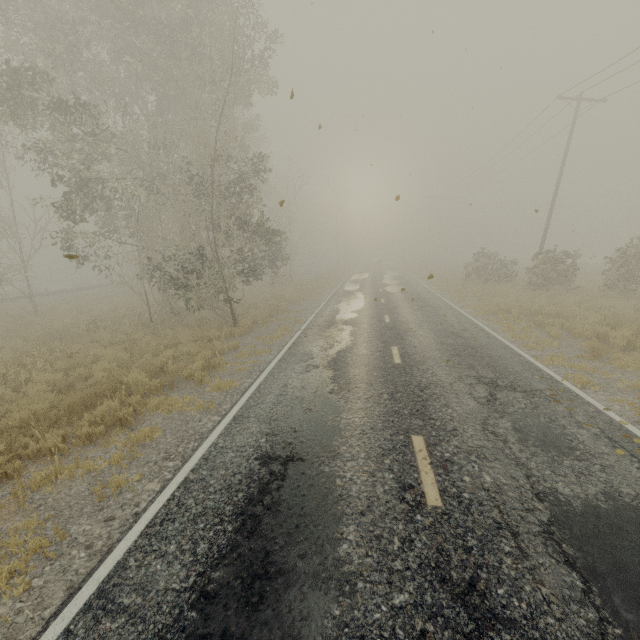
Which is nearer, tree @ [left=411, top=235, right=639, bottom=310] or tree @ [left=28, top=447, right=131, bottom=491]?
tree @ [left=28, top=447, right=131, bottom=491]

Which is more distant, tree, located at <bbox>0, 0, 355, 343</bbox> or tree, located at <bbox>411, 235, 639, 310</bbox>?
tree, located at <bbox>411, 235, 639, 310</bbox>

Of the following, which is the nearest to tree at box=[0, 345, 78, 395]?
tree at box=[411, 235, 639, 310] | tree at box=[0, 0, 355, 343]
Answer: tree at box=[0, 0, 355, 343]

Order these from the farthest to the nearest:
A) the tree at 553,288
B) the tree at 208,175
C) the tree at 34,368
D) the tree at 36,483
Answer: the tree at 553,288 → the tree at 208,175 → the tree at 34,368 → the tree at 36,483

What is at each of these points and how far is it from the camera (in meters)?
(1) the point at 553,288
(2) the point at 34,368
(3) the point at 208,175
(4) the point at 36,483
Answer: (1) tree, 19.22
(2) tree, 9.89
(3) tree, 11.91
(4) tree, 4.97

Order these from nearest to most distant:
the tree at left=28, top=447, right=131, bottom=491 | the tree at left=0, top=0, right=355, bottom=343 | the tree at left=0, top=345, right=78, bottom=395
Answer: the tree at left=28, top=447, right=131, bottom=491 < the tree at left=0, top=345, right=78, bottom=395 < the tree at left=0, top=0, right=355, bottom=343

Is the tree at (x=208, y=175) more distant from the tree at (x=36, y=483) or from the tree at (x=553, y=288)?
the tree at (x=553, y=288)

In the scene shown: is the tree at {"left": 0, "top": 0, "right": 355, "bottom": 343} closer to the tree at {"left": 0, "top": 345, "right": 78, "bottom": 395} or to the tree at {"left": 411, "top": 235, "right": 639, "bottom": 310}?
the tree at {"left": 0, "top": 345, "right": 78, "bottom": 395}
